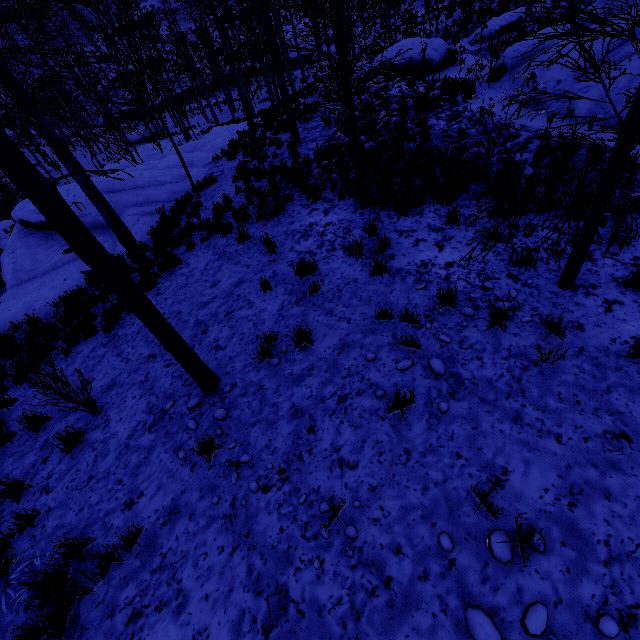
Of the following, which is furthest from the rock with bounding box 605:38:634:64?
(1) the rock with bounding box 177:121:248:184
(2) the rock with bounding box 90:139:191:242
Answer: (1) the rock with bounding box 177:121:248:184

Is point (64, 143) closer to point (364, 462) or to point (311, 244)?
point (311, 244)

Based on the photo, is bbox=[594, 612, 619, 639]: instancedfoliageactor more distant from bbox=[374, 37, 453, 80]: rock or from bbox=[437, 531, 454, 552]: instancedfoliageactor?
bbox=[374, 37, 453, 80]: rock

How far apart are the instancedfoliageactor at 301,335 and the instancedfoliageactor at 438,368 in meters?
1.7 m

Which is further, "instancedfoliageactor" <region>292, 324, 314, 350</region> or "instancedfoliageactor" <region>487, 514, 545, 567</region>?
"instancedfoliageactor" <region>292, 324, 314, 350</region>

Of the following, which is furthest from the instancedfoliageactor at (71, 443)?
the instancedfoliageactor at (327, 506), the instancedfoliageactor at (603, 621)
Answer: the instancedfoliageactor at (603, 621)

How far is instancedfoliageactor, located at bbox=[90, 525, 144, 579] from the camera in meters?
3.3

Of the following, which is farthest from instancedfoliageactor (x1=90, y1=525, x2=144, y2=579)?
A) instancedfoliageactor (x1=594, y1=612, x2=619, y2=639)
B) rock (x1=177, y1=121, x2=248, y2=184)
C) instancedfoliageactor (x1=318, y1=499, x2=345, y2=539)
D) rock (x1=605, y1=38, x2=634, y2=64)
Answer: rock (x1=177, y1=121, x2=248, y2=184)
